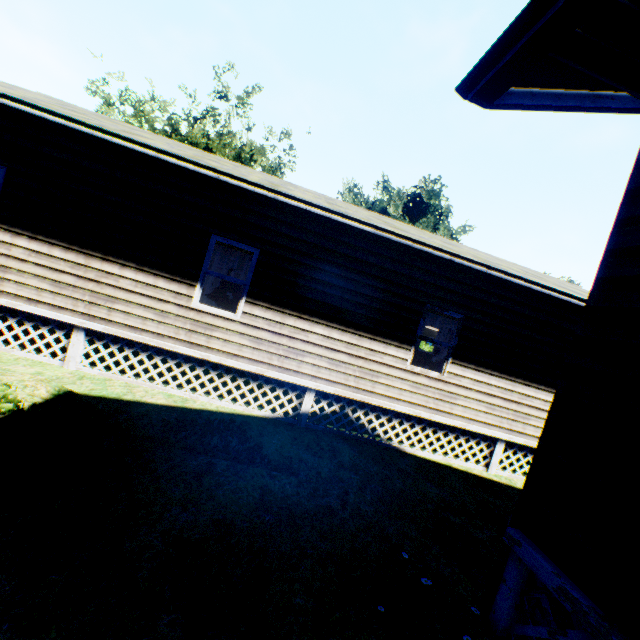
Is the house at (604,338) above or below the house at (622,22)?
below

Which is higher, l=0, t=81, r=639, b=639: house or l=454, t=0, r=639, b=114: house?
l=454, t=0, r=639, b=114: house

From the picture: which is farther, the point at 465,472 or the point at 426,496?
the point at 465,472
